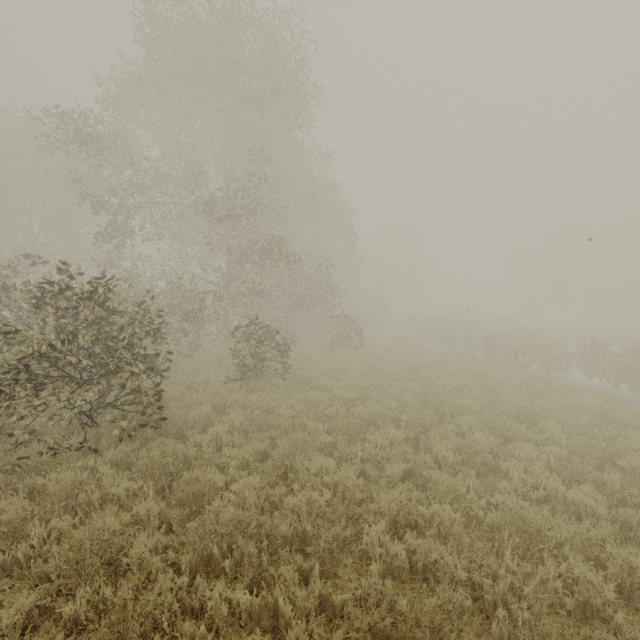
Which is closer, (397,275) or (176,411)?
(176,411)
